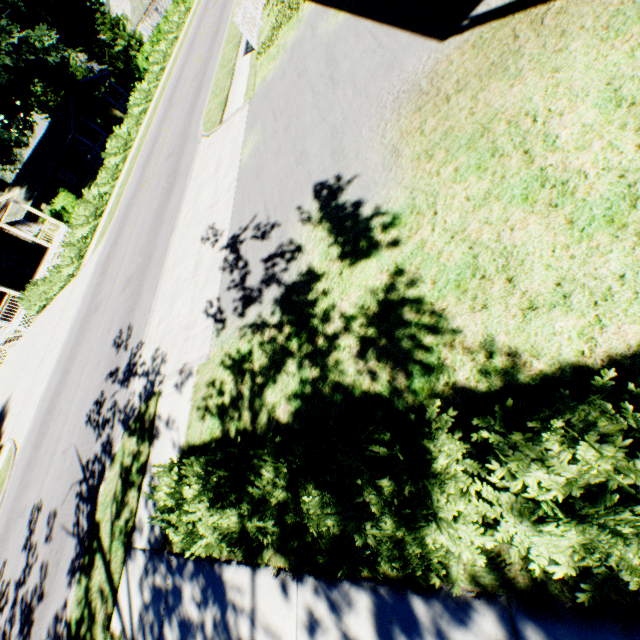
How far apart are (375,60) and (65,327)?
18.2m

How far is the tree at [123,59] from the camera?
43.09m

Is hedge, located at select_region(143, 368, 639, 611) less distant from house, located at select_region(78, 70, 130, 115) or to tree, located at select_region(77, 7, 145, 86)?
house, located at select_region(78, 70, 130, 115)

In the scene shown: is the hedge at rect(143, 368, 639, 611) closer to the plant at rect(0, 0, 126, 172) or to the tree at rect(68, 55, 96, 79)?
the plant at rect(0, 0, 126, 172)

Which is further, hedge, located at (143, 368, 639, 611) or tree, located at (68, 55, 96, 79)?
tree, located at (68, 55, 96, 79)

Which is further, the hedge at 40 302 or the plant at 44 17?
the plant at 44 17

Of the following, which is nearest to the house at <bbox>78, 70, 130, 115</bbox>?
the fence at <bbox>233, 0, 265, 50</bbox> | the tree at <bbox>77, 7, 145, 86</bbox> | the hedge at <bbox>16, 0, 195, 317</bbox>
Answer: the tree at <bbox>77, 7, 145, 86</bbox>

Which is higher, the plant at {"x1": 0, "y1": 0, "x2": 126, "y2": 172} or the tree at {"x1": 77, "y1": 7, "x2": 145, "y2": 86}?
the plant at {"x1": 0, "y1": 0, "x2": 126, "y2": 172}
